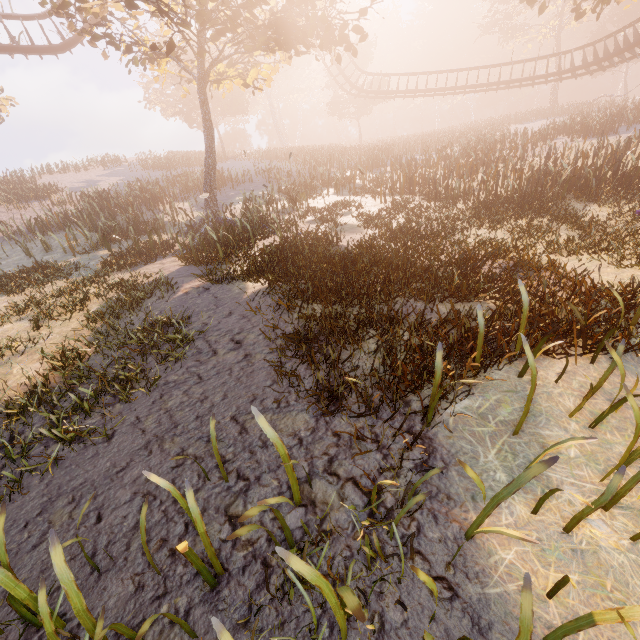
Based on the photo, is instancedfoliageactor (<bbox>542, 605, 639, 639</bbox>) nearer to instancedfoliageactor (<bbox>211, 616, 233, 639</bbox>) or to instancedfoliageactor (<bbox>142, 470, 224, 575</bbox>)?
instancedfoliageactor (<bbox>211, 616, 233, 639</bbox>)

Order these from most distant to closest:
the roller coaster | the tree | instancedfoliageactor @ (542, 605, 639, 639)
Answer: the roller coaster → the tree → instancedfoliageactor @ (542, 605, 639, 639)

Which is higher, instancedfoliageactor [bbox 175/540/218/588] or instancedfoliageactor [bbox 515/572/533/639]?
instancedfoliageactor [bbox 175/540/218/588]

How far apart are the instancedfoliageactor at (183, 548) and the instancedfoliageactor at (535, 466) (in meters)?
1.89

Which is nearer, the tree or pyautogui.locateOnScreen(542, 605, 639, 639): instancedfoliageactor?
pyautogui.locateOnScreen(542, 605, 639, 639): instancedfoliageactor

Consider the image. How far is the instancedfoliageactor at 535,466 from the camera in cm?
192

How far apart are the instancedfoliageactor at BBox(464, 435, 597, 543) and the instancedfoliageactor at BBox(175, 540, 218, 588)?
1.9m

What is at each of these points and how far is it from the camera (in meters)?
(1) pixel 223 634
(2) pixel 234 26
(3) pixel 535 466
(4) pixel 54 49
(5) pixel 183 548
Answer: (1) instancedfoliageactor, 1.66
(2) tree, 9.59
(3) instancedfoliageactor, 2.16
(4) roller coaster, 18.84
(5) instancedfoliageactor, 1.88
